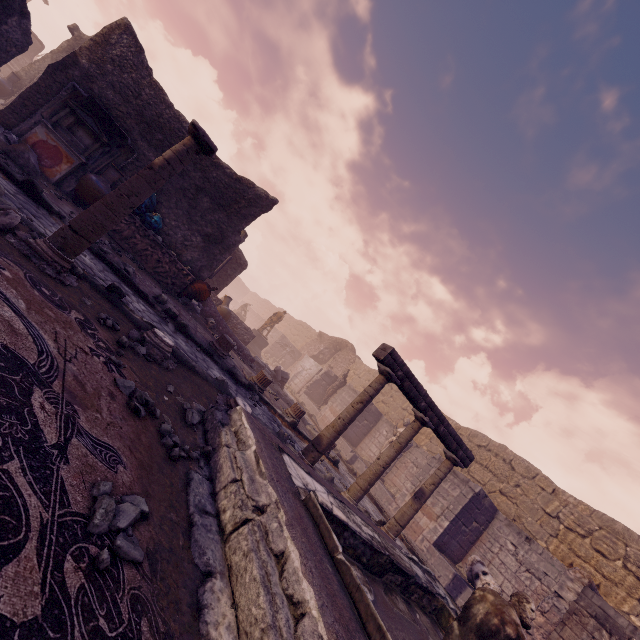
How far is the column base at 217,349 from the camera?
8.3 meters

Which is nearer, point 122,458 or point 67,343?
point 122,458

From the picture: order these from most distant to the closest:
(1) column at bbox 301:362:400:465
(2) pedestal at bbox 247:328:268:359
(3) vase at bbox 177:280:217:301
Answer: (2) pedestal at bbox 247:328:268:359 → (3) vase at bbox 177:280:217:301 → (1) column at bbox 301:362:400:465

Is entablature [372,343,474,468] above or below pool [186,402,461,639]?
A: above

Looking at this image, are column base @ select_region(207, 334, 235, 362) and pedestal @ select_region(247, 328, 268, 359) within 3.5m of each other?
no

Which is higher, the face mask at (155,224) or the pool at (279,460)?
the face mask at (155,224)

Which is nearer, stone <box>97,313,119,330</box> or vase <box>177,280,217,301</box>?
Answer: stone <box>97,313,119,330</box>

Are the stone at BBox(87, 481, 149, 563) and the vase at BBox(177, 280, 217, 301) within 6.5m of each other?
no
